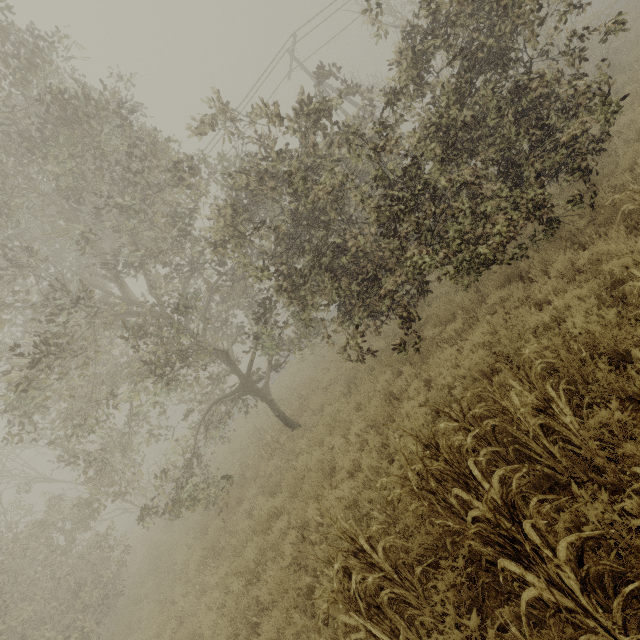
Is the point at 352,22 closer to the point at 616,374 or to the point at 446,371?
the point at 446,371
